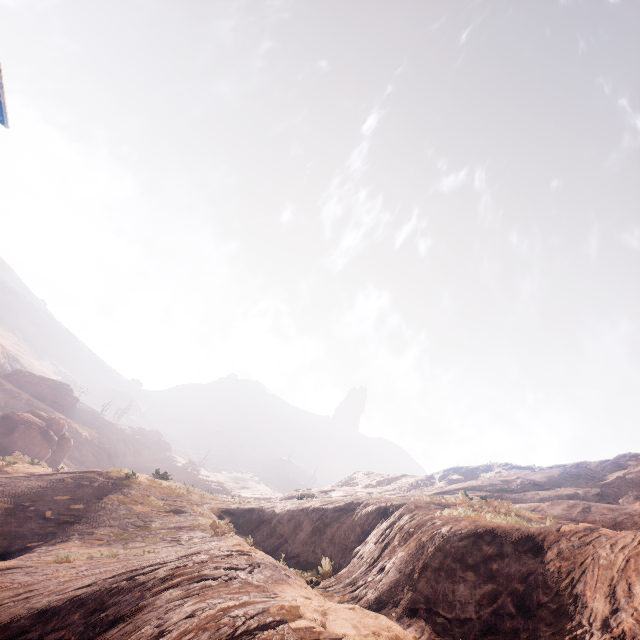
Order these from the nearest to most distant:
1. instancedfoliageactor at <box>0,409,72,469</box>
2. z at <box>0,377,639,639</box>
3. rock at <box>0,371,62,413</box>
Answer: z at <box>0,377,639,639</box> < instancedfoliageactor at <box>0,409,72,469</box> < rock at <box>0,371,62,413</box>

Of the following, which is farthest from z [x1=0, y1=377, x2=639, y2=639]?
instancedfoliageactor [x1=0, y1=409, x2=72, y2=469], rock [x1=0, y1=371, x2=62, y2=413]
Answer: rock [x1=0, y1=371, x2=62, y2=413]

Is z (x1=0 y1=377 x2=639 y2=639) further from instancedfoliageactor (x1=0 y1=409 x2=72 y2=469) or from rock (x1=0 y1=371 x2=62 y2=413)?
rock (x1=0 y1=371 x2=62 y2=413)

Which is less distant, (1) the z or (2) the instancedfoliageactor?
(1) the z

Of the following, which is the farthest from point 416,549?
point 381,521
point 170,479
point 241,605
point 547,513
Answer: point 170,479

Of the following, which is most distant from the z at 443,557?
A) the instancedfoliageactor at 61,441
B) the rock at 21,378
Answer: the rock at 21,378

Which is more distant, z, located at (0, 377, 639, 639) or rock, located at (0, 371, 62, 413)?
rock, located at (0, 371, 62, 413)

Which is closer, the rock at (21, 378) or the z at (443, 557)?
the z at (443, 557)
